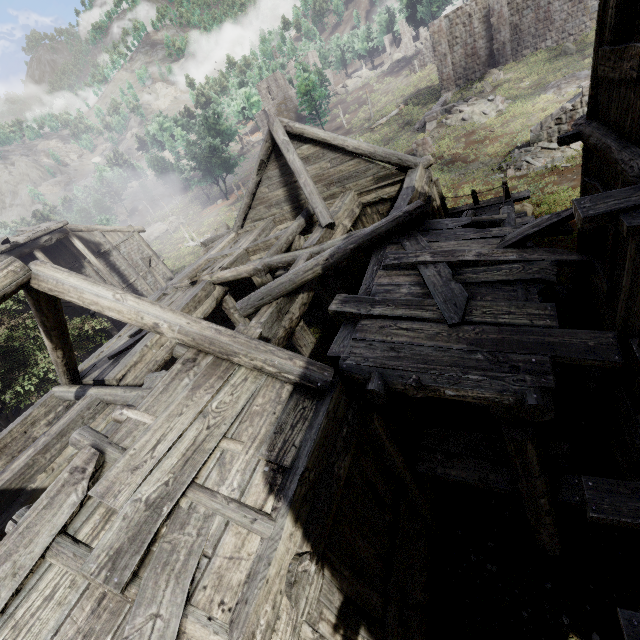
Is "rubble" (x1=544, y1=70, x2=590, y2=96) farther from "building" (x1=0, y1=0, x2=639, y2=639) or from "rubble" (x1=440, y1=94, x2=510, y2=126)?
"building" (x1=0, y1=0, x2=639, y2=639)

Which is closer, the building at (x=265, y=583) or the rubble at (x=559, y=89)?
the building at (x=265, y=583)

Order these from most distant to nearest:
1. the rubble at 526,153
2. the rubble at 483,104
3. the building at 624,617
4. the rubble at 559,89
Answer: the rubble at 483,104 → the rubble at 559,89 → the rubble at 526,153 → the building at 624,617

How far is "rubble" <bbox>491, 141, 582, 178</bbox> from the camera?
16.5 meters

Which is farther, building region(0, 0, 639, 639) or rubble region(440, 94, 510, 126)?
rubble region(440, 94, 510, 126)

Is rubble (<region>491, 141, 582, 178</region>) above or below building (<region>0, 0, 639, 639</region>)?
below

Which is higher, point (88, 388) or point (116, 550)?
point (116, 550)

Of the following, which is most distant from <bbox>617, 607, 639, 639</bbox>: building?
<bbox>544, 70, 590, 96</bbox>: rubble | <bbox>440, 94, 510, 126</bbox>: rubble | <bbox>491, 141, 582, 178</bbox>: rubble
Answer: <bbox>440, 94, 510, 126</bbox>: rubble
